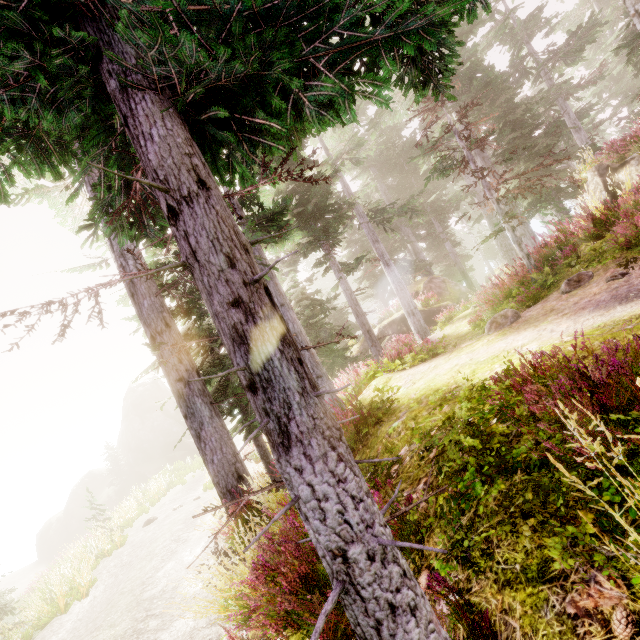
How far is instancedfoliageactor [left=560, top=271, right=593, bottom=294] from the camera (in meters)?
6.18

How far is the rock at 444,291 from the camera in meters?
20.6 m

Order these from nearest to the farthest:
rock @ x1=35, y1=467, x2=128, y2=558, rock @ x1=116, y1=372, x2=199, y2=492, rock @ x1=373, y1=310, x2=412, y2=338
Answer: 1. rock @ x1=373, y1=310, x2=412, y2=338
2. rock @ x1=35, y1=467, x2=128, y2=558
3. rock @ x1=116, y1=372, x2=199, y2=492

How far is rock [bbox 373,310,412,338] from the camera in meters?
21.8

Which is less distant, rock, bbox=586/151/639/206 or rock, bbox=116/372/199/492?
rock, bbox=586/151/639/206

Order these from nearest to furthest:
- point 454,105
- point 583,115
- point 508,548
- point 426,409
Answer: point 508,548 < point 426,409 < point 454,105 < point 583,115

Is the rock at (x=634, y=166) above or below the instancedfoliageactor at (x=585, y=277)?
above

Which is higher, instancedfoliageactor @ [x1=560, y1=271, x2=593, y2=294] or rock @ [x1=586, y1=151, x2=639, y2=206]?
rock @ [x1=586, y1=151, x2=639, y2=206]
